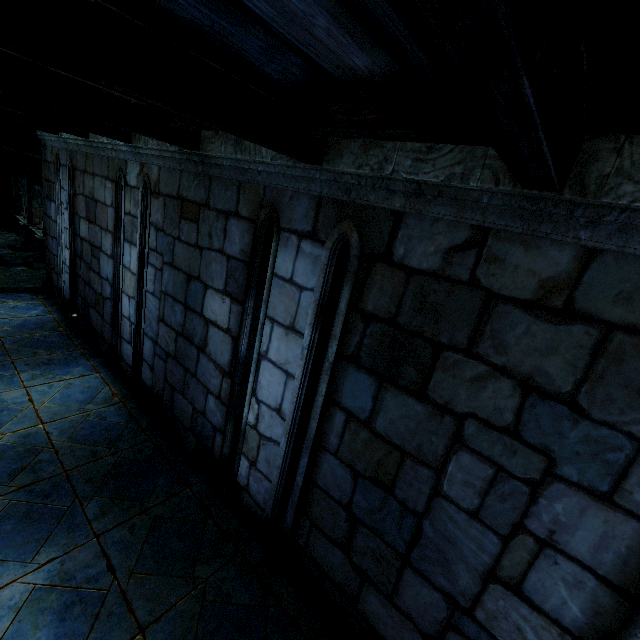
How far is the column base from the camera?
16.06m

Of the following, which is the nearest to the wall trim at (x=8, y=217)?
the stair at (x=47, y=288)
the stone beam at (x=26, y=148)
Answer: the stone beam at (x=26, y=148)

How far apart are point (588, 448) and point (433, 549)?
1.4 meters

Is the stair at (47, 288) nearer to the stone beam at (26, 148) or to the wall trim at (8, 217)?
the stone beam at (26, 148)

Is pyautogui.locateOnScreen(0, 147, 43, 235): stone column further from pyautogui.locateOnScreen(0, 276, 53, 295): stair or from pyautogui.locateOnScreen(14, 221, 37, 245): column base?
pyautogui.locateOnScreen(0, 276, 53, 295): stair

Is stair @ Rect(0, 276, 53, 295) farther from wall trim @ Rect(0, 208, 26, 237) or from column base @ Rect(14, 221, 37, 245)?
wall trim @ Rect(0, 208, 26, 237)

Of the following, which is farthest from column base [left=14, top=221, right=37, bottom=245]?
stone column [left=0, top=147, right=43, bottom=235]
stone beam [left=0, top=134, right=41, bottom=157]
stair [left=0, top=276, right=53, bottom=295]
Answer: stair [left=0, top=276, right=53, bottom=295]

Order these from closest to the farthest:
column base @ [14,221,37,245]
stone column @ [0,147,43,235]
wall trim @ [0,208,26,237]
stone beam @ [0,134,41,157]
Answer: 1. stone beam @ [0,134,41,157]
2. stone column @ [0,147,43,235]
3. column base @ [14,221,37,245]
4. wall trim @ [0,208,26,237]
